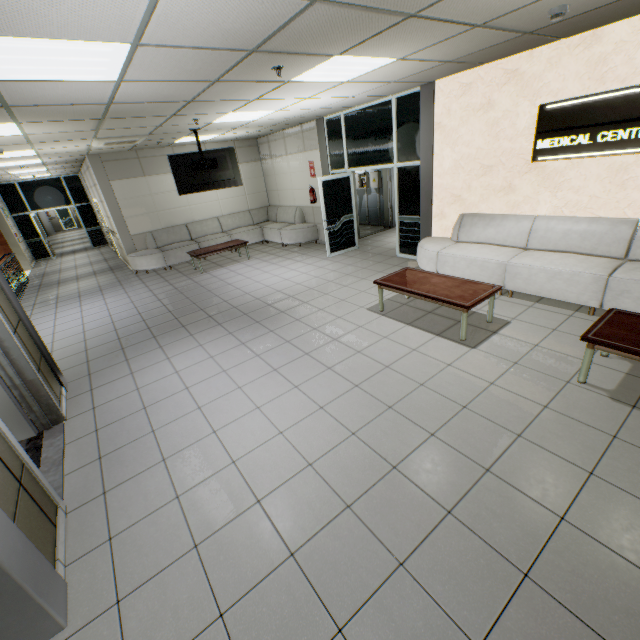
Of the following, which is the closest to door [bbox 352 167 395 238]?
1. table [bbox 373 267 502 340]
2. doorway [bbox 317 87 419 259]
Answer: doorway [bbox 317 87 419 259]

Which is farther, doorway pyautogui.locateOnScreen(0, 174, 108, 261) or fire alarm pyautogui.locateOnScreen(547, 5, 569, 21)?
doorway pyautogui.locateOnScreen(0, 174, 108, 261)

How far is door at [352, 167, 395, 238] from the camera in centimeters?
956cm

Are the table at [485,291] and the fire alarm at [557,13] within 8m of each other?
yes

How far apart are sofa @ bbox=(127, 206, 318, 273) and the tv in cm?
233

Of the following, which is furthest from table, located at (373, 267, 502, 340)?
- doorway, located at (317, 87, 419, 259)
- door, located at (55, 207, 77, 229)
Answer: door, located at (55, 207, 77, 229)

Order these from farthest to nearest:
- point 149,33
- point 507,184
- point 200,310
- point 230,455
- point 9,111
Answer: point 200,310
point 507,184
point 9,111
point 230,455
point 149,33

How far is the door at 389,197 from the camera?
9.6m
